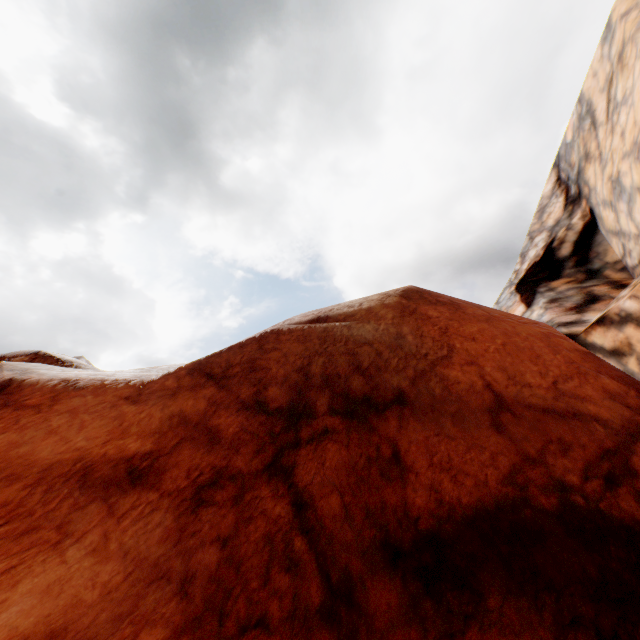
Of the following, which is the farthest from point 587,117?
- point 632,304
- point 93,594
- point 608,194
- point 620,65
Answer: point 93,594
